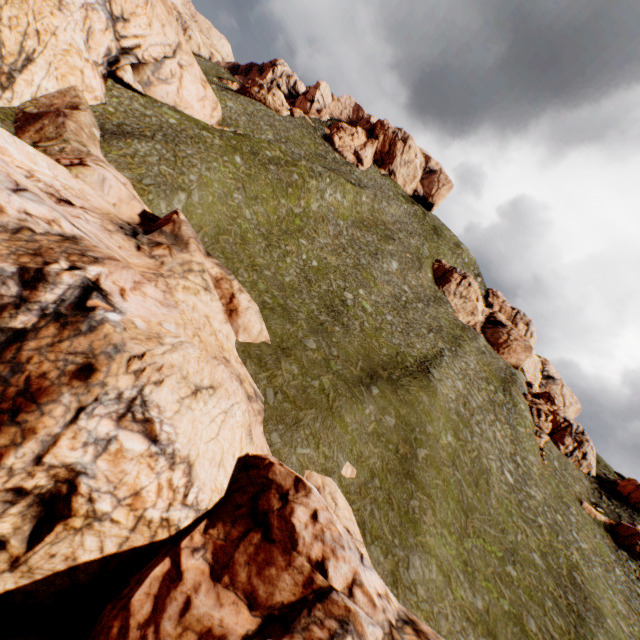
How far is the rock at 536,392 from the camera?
45.1m

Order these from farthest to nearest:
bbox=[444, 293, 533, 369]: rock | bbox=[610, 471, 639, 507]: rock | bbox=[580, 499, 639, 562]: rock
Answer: bbox=[444, 293, 533, 369]: rock → bbox=[610, 471, 639, 507]: rock → bbox=[580, 499, 639, 562]: rock

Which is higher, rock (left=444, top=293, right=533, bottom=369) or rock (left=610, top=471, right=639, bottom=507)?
rock (left=444, top=293, right=533, bottom=369)

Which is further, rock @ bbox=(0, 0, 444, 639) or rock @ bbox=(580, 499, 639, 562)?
rock @ bbox=(580, 499, 639, 562)

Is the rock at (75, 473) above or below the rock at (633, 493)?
below

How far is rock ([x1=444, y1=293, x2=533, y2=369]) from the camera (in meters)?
54.97

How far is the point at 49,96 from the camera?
24.4m
